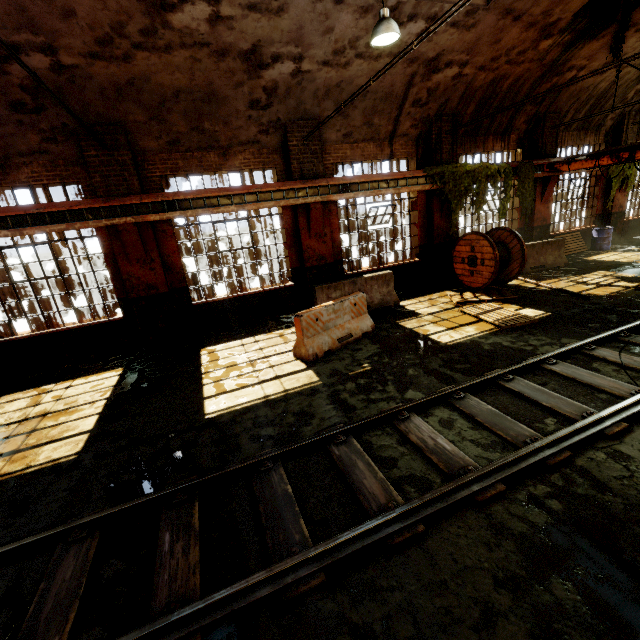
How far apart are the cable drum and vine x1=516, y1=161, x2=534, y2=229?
2.2m

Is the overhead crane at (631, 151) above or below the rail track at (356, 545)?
above

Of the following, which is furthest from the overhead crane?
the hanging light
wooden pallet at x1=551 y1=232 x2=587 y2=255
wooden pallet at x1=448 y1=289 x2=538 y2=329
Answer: the hanging light

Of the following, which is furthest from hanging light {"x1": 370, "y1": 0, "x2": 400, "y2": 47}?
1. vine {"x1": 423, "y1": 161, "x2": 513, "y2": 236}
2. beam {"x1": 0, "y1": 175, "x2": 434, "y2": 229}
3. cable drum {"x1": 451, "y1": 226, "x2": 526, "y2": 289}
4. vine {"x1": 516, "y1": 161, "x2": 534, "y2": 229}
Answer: vine {"x1": 516, "y1": 161, "x2": 534, "y2": 229}

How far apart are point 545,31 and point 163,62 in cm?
1007

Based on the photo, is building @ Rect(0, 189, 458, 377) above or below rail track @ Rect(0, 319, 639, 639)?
above

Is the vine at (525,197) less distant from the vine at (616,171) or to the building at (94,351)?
the building at (94,351)

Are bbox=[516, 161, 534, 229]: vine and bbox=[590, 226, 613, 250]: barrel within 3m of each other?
no
